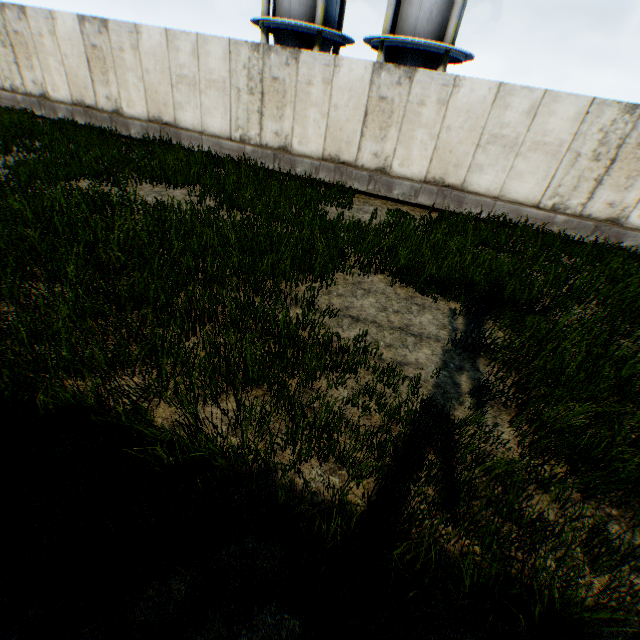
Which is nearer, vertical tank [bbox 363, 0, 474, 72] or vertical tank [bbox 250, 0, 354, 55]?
vertical tank [bbox 363, 0, 474, 72]

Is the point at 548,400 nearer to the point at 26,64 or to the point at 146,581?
the point at 146,581

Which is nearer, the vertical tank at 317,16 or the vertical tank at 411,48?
the vertical tank at 411,48
